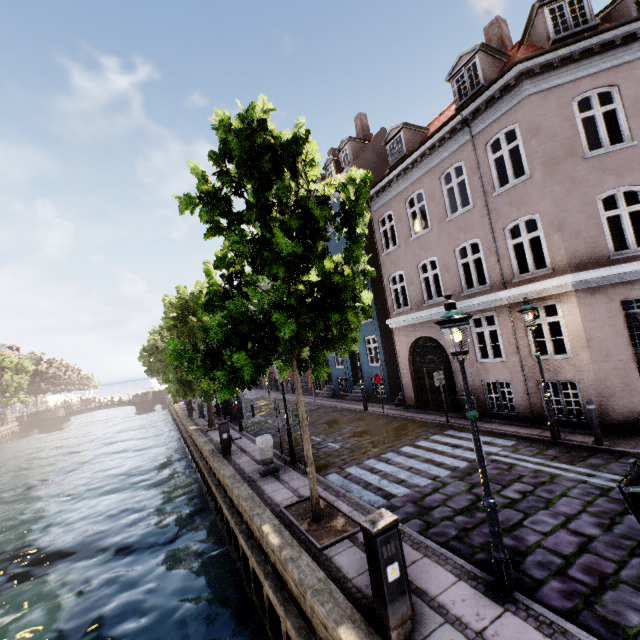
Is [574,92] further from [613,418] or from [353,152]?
[353,152]

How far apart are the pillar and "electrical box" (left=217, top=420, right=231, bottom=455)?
3.0m

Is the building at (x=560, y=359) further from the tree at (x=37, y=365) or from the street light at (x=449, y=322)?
the tree at (x=37, y=365)

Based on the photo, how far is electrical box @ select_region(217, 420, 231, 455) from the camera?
12.4m

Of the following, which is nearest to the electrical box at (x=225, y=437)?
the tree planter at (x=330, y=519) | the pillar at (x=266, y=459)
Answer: the pillar at (x=266, y=459)

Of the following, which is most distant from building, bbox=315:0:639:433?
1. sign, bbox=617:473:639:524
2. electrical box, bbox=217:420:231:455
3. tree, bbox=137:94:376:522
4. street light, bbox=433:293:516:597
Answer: electrical box, bbox=217:420:231:455

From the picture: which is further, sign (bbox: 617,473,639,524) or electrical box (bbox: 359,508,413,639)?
electrical box (bbox: 359,508,413,639)

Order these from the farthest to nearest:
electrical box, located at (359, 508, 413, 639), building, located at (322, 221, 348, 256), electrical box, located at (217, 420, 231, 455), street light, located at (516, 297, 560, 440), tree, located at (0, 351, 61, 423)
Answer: tree, located at (0, 351, 61, 423) < building, located at (322, 221, 348, 256) < electrical box, located at (217, 420, 231, 455) < street light, located at (516, 297, 560, 440) < electrical box, located at (359, 508, 413, 639)
